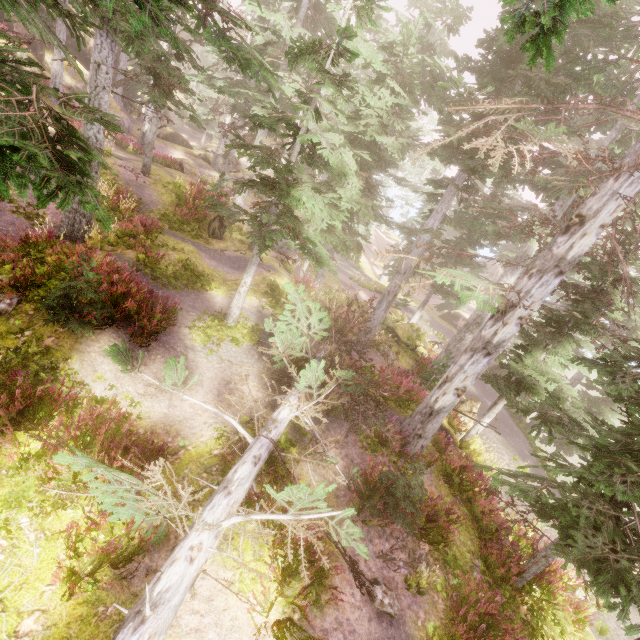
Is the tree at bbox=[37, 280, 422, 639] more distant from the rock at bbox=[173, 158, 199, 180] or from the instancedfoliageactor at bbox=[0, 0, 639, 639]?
the rock at bbox=[173, 158, 199, 180]

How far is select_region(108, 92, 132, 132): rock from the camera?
28.5 meters

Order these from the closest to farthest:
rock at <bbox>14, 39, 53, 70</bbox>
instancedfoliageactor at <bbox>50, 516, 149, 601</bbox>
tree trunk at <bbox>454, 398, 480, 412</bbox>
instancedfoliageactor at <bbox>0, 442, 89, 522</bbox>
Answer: instancedfoliageactor at <bbox>50, 516, 149, 601</bbox> < instancedfoliageactor at <bbox>0, 442, 89, 522</bbox> < tree trunk at <bbox>454, 398, 480, 412</bbox> < rock at <bbox>14, 39, 53, 70</bbox>

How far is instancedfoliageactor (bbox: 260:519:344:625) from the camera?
5.2 meters

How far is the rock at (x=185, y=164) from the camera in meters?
24.4

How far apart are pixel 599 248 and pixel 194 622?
38.4m

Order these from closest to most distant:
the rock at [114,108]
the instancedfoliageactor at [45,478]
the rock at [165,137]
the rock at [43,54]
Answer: the instancedfoliageactor at [45,478], the rock at [43,54], the rock at [114,108], the rock at [165,137]

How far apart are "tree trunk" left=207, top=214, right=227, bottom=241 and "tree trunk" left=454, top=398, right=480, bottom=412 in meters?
15.5 m
